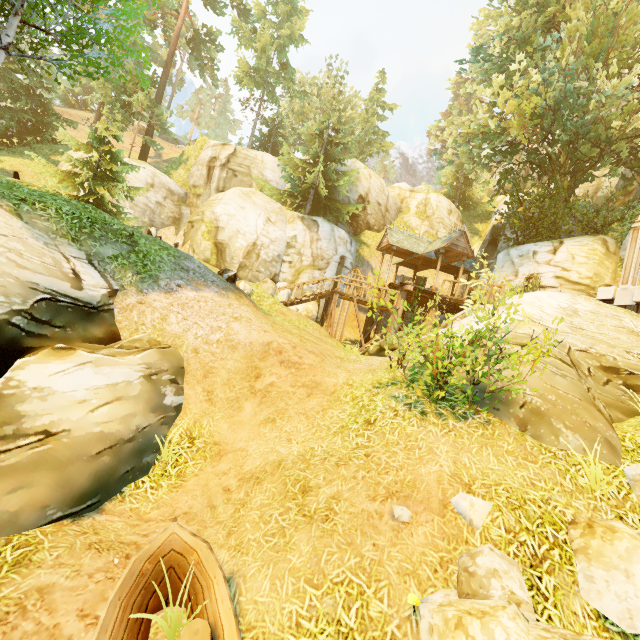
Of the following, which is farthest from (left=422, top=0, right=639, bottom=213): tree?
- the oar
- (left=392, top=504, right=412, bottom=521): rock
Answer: (left=392, top=504, right=412, bottom=521): rock

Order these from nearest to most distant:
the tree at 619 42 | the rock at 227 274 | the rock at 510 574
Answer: the rock at 510 574, the rock at 227 274, the tree at 619 42

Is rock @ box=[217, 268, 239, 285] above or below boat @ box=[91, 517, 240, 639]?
above

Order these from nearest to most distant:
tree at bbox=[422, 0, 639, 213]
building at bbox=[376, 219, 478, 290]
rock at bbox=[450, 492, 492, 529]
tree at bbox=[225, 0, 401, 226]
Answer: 1. rock at bbox=[450, 492, 492, 529]
2. tree at bbox=[422, 0, 639, 213]
3. building at bbox=[376, 219, 478, 290]
4. tree at bbox=[225, 0, 401, 226]

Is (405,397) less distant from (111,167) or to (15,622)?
(15,622)

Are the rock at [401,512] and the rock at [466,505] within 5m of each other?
yes

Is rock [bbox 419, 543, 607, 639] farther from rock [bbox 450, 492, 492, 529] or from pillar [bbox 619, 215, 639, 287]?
pillar [bbox 619, 215, 639, 287]

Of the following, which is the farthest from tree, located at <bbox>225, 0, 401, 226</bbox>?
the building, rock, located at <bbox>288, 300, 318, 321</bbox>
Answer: rock, located at <bbox>288, 300, 318, 321</bbox>
